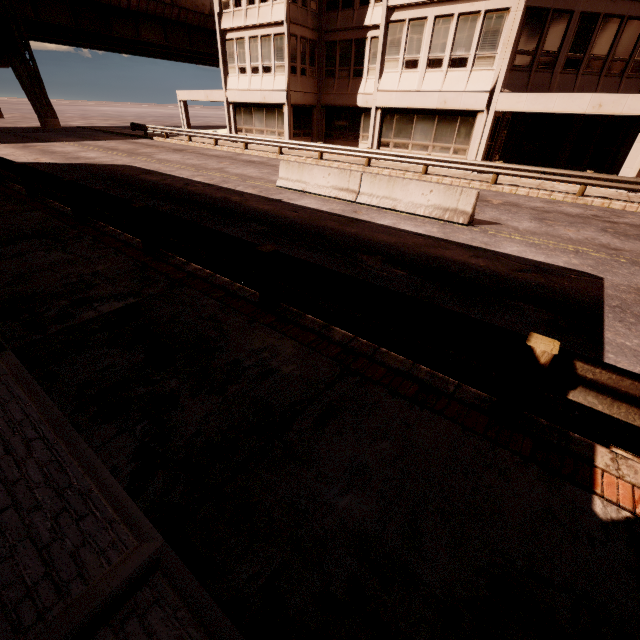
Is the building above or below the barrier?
above

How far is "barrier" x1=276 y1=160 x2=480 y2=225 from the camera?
9.9m

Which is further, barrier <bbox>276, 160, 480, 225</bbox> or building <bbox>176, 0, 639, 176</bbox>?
building <bbox>176, 0, 639, 176</bbox>

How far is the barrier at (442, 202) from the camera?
9.9m

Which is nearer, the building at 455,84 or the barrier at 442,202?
the barrier at 442,202

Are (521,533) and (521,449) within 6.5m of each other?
yes
